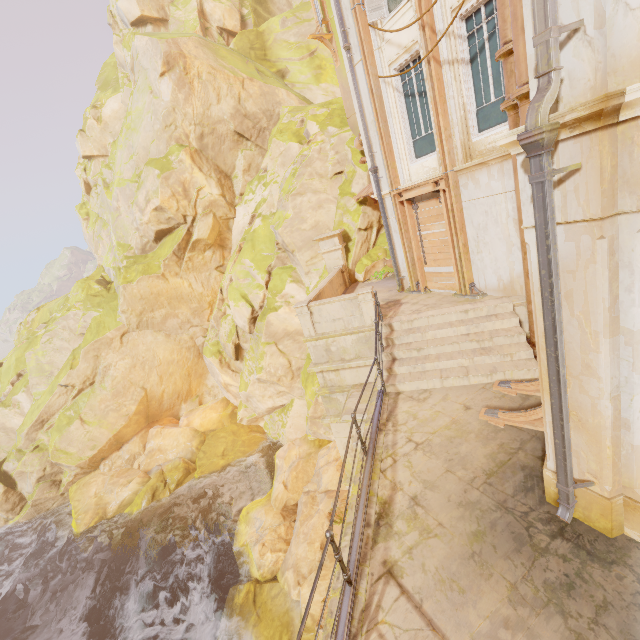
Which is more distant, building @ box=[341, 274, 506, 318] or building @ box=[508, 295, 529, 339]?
building @ box=[341, 274, 506, 318]

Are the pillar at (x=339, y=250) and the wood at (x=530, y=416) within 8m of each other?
no

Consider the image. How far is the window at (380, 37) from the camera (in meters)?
9.12

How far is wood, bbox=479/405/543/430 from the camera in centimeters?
561cm

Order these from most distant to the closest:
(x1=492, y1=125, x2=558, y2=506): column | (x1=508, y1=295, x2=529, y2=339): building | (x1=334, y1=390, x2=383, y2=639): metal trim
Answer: (x1=508, y1=295, x2=529, y2=339): building, (x1=334, y1=390, x2=383, y2=639): metal trim, (x1=492, y1=125, x2=558, y2=506): column

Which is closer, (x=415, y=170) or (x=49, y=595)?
(x=415, y=170)

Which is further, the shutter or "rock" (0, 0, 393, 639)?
"rock" (0, 0, 393, 639)

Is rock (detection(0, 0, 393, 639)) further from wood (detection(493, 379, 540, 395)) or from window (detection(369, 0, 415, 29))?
wood (detection(493, 379, 540, 395))
